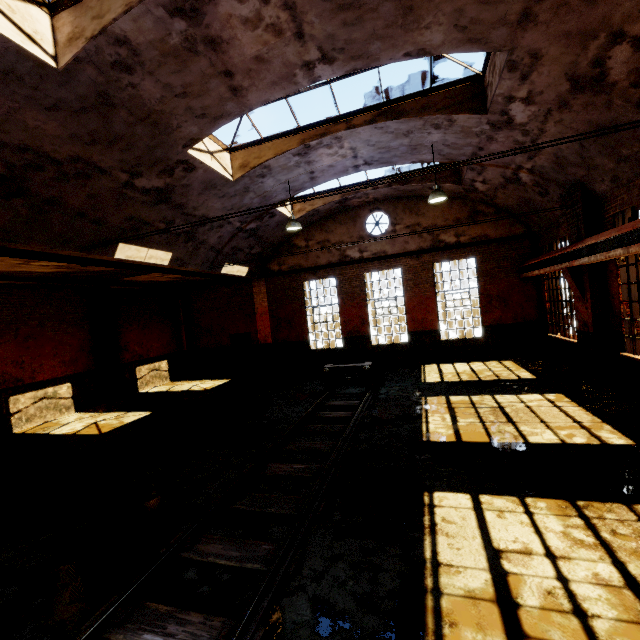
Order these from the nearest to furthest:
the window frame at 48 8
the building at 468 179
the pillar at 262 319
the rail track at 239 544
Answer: the rail track at 239 544 → the window frame at 48 8 → the building at 468 179 → the pillar at 262 319

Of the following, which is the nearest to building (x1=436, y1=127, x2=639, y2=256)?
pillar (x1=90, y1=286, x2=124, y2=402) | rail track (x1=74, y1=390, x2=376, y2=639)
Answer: rail track (x1=74, y1=390, x2=376, y2=639)

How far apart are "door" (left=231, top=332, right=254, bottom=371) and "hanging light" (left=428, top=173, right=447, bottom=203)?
11.32m

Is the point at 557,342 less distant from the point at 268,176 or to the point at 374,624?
the point at 268,176

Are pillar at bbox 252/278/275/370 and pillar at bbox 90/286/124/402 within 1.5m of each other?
no

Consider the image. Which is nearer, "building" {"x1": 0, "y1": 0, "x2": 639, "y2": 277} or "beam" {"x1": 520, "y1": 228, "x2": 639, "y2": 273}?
"building" {"x1": 0, "y1": 0, "x2": 639, "y2": 277}

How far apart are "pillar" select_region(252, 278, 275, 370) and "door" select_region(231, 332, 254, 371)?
0.37m

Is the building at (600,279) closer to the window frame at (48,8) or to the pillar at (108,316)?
the window frame at (48,8)
